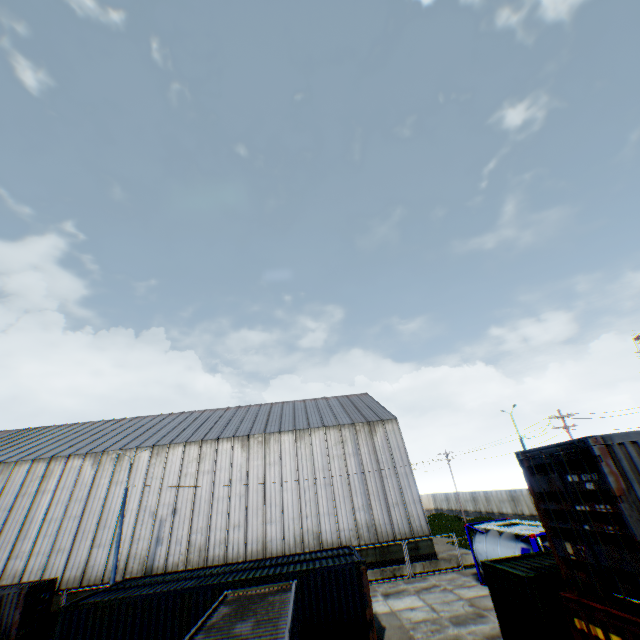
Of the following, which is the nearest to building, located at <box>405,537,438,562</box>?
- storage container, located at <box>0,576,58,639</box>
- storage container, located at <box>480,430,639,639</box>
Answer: storage container, located at <box>0,576,58,639</box>

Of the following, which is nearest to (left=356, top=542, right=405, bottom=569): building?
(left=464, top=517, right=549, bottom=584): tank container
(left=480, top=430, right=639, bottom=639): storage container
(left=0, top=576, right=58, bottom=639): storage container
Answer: (left=0, top=576, right=58, bottom=639): storage container

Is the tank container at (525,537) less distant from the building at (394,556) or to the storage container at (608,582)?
the building at (394,556)

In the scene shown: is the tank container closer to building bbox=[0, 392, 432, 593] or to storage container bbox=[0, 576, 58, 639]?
building bbox=[0, 392, 432, 593]

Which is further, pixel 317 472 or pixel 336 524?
pixel 317 472

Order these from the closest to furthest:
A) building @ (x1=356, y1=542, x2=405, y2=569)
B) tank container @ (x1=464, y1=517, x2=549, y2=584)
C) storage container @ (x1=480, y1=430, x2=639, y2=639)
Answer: storage container @ (x1=480, y1=430, x2=639, y2=639)
tank container @ (x1=464, y1=517, x2=549, y2=584)
building @ (x1=356, y1=542, x2=405, y2=569)

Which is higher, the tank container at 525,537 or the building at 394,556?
the tank container at 525,537

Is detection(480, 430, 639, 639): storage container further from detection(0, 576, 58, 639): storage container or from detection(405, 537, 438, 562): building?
detection(0, 576, 58, 639): storage container
